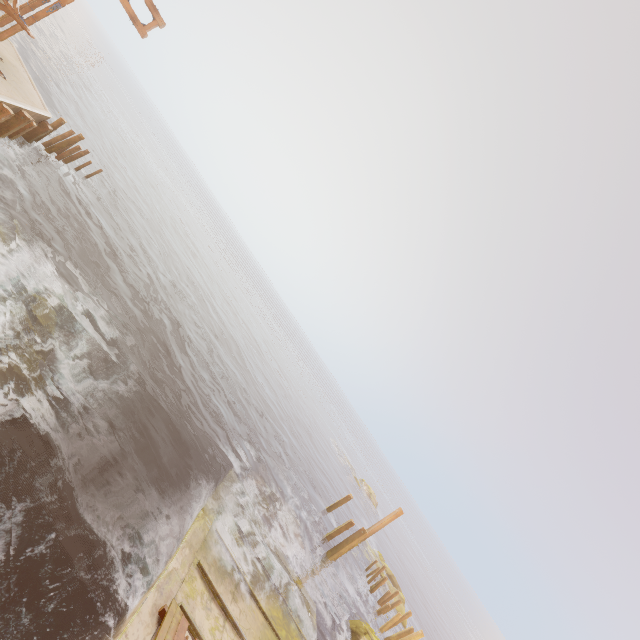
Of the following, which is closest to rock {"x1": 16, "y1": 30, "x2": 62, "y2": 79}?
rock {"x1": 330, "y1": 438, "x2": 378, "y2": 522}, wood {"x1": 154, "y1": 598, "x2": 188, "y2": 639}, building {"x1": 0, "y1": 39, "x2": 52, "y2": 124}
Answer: building {"x1": 0, "y1": 39, "x2": 52, "y2": 124}

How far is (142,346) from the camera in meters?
15.8

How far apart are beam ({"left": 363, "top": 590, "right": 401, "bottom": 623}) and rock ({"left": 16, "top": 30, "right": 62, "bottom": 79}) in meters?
53.6 m

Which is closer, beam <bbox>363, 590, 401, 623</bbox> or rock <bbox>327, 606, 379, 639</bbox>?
rock <bbox>327, 606, 379, 639</bbox>

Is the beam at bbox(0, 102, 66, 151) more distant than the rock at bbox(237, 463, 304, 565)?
No

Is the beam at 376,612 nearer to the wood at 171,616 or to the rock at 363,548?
the rock at 363,548

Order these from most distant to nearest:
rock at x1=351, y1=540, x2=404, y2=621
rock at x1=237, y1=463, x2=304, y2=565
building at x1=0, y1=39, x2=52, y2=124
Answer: rock at x1=351, y1=540, x2=404, y2=621 < rock at x1=237, y1=463, x2=304, y2=565 < building at x1=0, y1=39, x2=52, y2=124

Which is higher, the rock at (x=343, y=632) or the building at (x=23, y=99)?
the building at (x=23, y=99)
